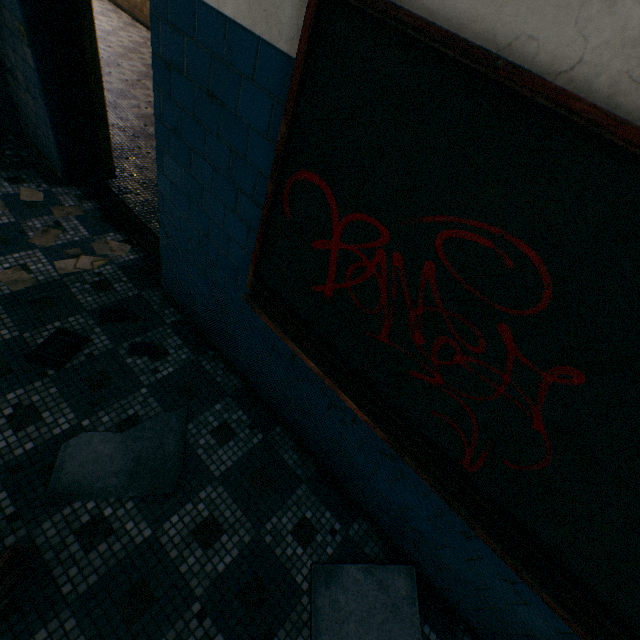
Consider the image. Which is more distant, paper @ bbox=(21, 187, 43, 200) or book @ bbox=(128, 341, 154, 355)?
paper @ bbox=(21, 187, 43, 200)

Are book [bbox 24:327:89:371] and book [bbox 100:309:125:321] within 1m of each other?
yes

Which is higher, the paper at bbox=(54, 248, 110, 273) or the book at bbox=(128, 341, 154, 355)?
the book at bbox=(128, 341, 154, 355)

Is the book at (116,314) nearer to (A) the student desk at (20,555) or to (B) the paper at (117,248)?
(B) the paper at (117,248)

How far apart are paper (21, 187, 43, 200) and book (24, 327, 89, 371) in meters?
1.6 m

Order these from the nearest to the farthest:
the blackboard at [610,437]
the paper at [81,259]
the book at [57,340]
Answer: the blackboard at [610,437] → the book at [57,340] → the paper at [81,259]

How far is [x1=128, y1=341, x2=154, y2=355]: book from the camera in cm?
232

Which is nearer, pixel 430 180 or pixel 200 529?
pixel 430 180
